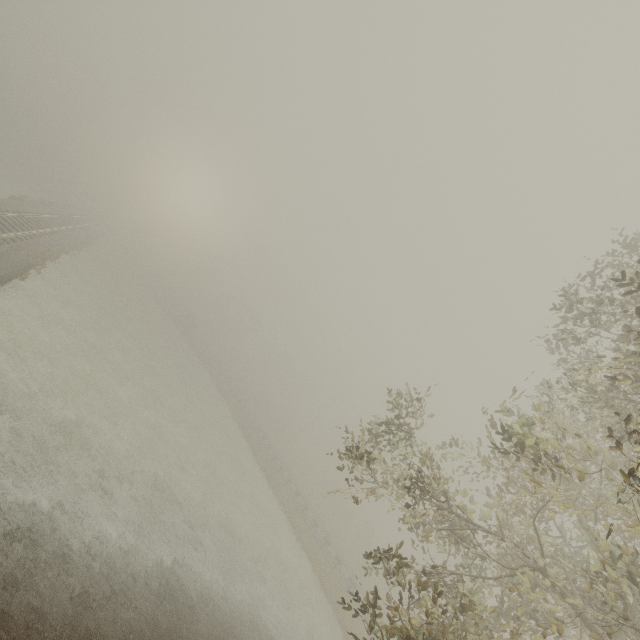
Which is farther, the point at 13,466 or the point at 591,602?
the point at 13,466
